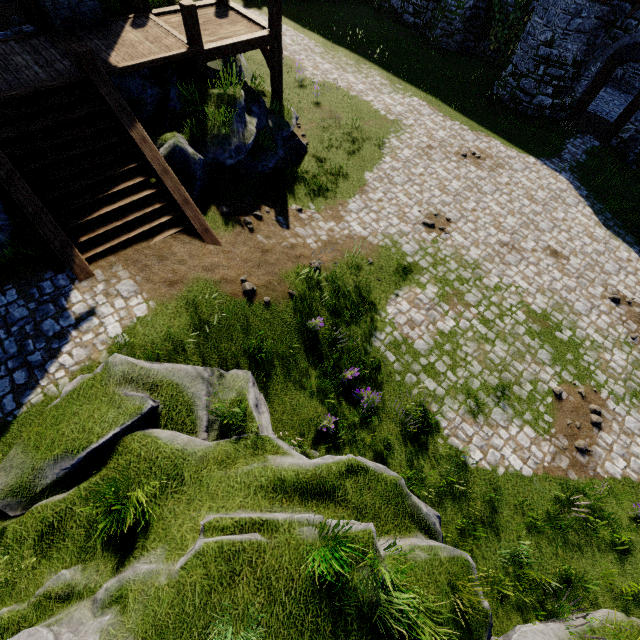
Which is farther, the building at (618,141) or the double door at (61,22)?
the building at (618,141)

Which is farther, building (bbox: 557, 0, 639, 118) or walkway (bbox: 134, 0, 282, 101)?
building (bbox: 557, 0, 639, 118)

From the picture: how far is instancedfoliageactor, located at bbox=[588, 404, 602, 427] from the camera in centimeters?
887cm

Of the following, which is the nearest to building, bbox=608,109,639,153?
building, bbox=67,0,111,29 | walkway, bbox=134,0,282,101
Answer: A: walkway, bbox=134,0,282,101

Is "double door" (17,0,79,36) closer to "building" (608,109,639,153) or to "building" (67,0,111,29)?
"building" (67,0,111,29)

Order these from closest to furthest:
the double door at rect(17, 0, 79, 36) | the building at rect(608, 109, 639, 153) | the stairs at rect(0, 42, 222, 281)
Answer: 1. the stairs at rect(0, 42, 222, 281)
2. the double door at rect(17, 0, 79, 36)
3. the building at rect(608, 109, 639, 153)

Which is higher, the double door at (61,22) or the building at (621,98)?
the double door at (61,22)

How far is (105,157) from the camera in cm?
814
